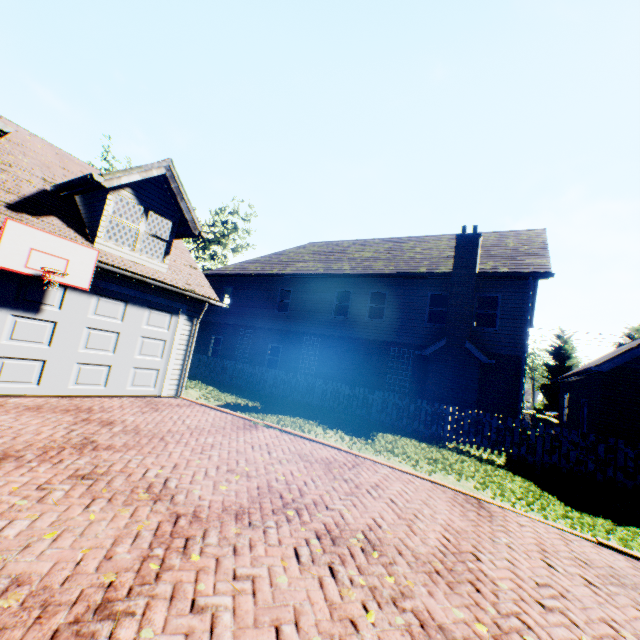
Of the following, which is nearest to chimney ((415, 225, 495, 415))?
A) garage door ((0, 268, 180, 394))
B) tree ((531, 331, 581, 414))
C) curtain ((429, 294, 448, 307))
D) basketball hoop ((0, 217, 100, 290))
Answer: curtain ((429, 294, 448, 307))

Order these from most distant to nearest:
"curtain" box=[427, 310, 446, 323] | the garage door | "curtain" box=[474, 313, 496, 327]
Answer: "curtain" box=[427, 310, 446, 323], "curtain" box=[474, 313, 496, 327], the garage door

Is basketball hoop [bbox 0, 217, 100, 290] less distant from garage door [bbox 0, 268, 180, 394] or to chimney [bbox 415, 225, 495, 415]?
garage door [bbox 0, 268, 180, 394]

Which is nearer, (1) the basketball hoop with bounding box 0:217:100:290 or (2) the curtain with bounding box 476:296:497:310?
(1) the basketball hoop with bounding box 0:217:100:290

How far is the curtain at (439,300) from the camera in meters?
15.2

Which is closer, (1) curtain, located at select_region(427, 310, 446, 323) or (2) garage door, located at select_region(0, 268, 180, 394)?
(2) garage door, located at select_region(0, 268, 180, 394)

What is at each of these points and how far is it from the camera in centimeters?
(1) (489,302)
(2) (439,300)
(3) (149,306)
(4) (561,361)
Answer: →
(1) curtain, 1424cm
(2) curtain, 1544cm
(3) garage door, 972cm
(4) tree, 3319cm

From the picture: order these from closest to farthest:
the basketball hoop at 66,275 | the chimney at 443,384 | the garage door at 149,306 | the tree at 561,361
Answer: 1. the basketball hoop at 66,275
2. the garage door at 149,306
3. the chimney at 443,384
4. the tree at 561,361
